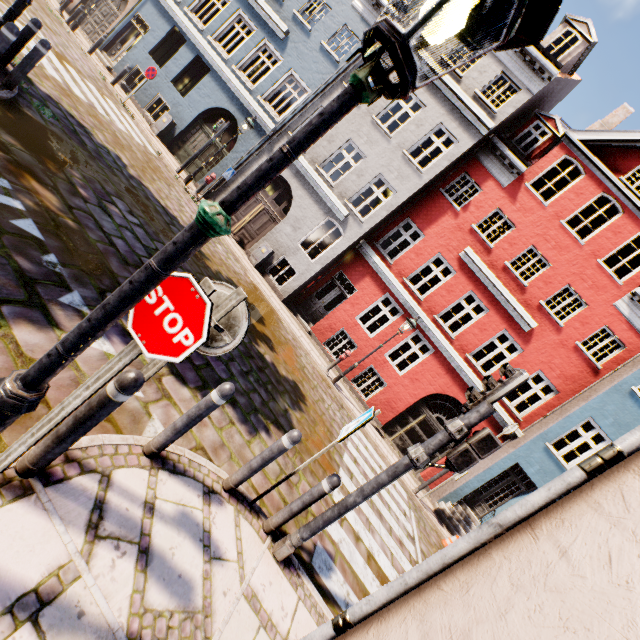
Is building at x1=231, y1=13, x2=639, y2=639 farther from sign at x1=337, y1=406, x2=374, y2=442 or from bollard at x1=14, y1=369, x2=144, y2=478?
bollard at x1=14, y1=369, x2=144, y2=478

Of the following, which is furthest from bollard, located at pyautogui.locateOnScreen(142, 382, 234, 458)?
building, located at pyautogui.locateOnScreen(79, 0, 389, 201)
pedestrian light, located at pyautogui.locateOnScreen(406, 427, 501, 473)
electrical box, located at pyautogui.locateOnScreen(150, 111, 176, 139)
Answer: electrical box, located at pyautogui.locateOnScreen(150, 111, 176, 139)

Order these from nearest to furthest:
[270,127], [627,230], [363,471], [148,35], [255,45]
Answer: [363,471]
[627,230]
[270,127]
[255,45]
[148,35]

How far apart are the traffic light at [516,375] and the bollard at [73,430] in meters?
2.9

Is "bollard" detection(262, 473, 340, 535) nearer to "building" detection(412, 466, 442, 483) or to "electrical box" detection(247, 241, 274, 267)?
"building" detection(412, 466, 442, 483)

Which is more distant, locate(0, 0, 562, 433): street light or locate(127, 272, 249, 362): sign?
locate(127, 272, 249, 362): sign

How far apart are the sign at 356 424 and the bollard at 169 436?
1.3 meters

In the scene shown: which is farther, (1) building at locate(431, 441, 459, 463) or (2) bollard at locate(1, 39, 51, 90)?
(1) building at locate(431, 441, 459, 463)
